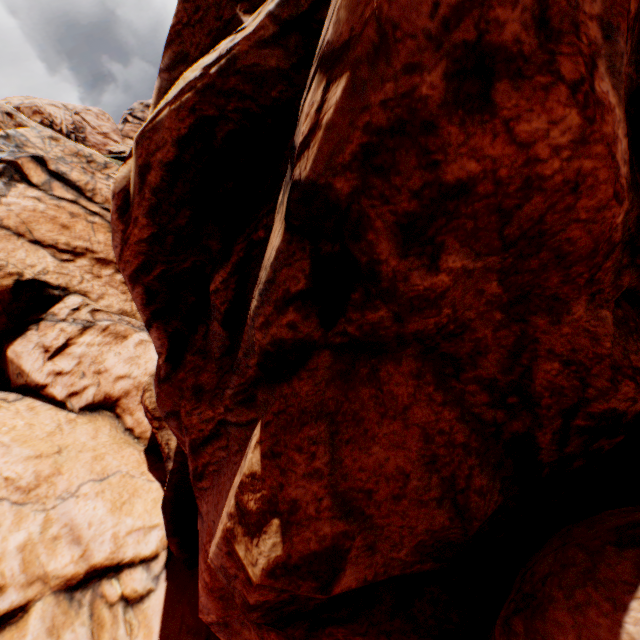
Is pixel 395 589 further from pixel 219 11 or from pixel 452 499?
pixel 219 11
